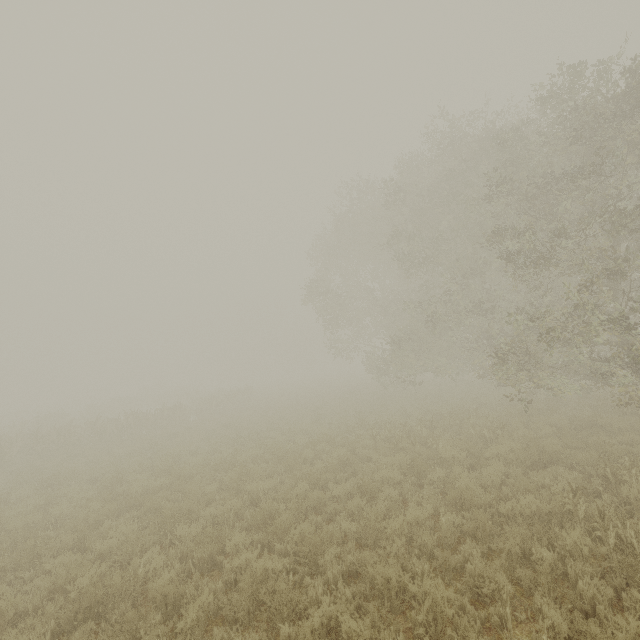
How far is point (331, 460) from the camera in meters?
10.3
